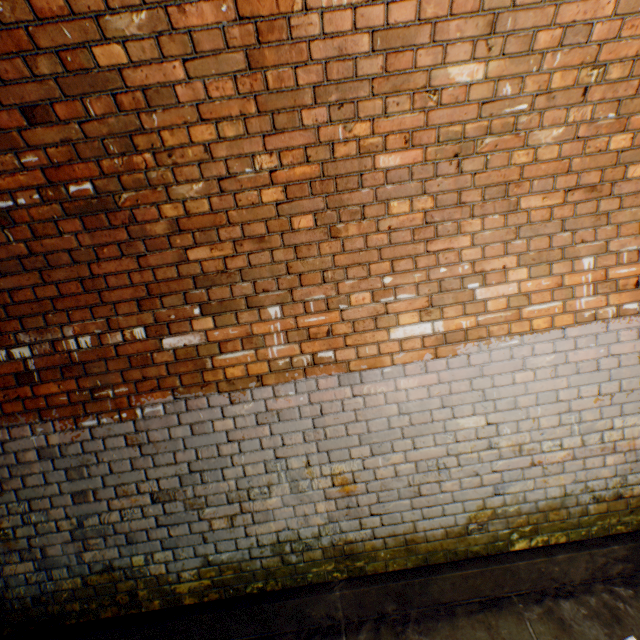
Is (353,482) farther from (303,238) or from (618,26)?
(618,26)
